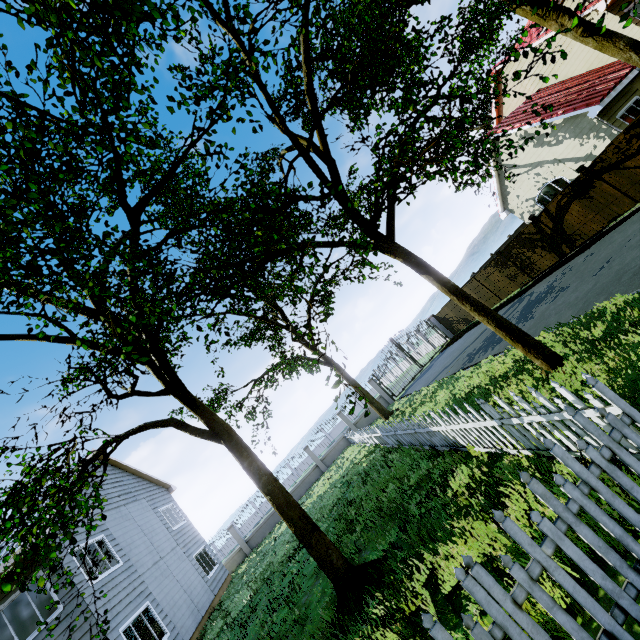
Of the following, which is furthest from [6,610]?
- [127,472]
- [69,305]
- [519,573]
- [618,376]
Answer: [618,376]

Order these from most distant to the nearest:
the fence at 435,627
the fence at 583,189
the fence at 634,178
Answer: the fence at 583,189 → the fence at 634,178 → the fence at 435,627

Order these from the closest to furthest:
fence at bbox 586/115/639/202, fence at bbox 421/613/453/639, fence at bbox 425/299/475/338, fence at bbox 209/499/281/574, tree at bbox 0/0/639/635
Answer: fence at bbox 421/613/453/639, tree at bbox 0/0/639/635, fence at bbox 586/115/639/202, fence at bbox 209/499/281/574, fence at bbox 425/299/475/338

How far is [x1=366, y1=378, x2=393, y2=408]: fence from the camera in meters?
23.7 m

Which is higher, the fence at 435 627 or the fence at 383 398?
the fence at 435 627

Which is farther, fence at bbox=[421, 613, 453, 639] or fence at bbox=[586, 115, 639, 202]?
fence at bbox=[586, 115, 639, 202]

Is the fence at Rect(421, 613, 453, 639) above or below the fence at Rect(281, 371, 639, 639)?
above
